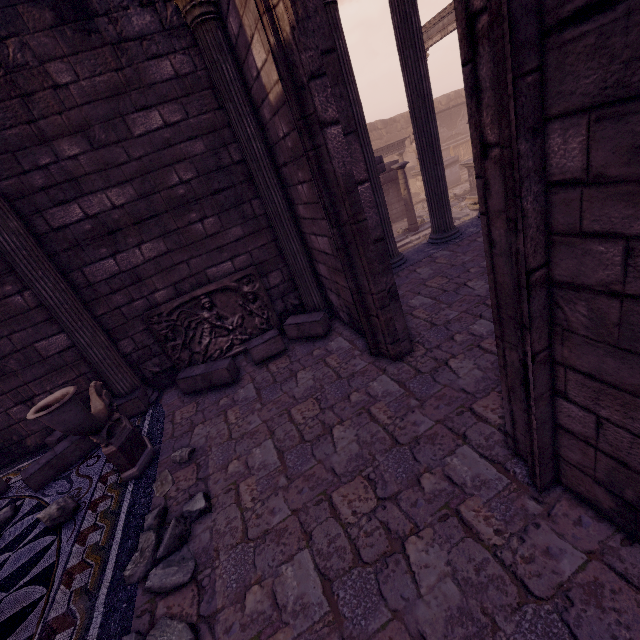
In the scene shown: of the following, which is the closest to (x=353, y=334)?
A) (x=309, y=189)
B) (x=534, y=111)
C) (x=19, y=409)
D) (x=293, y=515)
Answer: (x=309, y=189)

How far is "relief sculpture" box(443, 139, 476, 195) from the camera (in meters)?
15.81

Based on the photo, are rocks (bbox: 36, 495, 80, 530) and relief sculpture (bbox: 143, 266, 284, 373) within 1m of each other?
no

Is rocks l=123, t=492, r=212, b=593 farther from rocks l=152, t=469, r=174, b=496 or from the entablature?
the entablature

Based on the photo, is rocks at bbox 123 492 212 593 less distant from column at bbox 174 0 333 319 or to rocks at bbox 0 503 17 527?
rocks at bbox 0 503 17 527

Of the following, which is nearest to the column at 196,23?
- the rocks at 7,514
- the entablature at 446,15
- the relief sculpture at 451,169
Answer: the rocks at 7,514

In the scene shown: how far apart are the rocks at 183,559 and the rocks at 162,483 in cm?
20

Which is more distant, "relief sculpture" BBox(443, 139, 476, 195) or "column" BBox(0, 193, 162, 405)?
"relief sculpture" BBox(443, 139, 476, 195)
